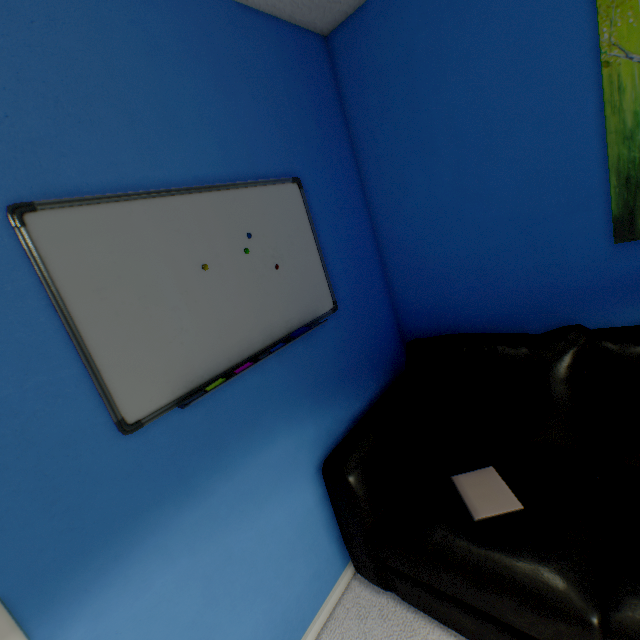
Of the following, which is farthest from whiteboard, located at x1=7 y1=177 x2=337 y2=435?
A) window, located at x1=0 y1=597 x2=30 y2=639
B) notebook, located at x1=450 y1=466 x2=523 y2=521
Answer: notebook, located at x1=450 y1=466 x2=523 y2=521

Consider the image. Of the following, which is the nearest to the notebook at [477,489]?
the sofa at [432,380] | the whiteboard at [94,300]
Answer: the sofa at [432,380]

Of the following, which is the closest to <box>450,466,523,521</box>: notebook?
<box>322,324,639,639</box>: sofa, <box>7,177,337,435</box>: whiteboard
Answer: <box>322,324,639,639</box>: sofa

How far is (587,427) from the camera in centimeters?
118cm

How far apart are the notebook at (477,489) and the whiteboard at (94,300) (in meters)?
0.88

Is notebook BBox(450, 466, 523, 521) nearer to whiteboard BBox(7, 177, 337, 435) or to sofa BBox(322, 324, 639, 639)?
sofa BBox(322, 324, 639, 639)

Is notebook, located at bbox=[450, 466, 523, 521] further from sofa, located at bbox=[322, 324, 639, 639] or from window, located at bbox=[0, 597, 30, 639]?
window, located at bbox=[0, 597, 30, 639]

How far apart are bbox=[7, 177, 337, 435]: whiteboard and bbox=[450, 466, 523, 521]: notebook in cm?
88
